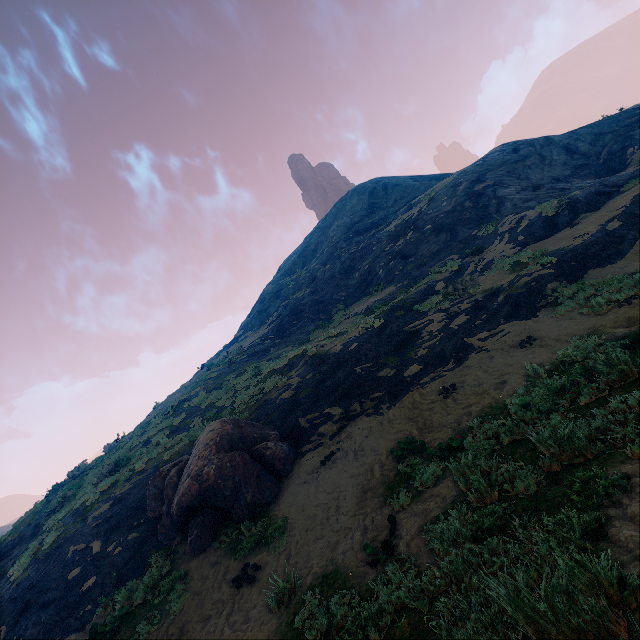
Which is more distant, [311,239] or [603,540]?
[311,239]

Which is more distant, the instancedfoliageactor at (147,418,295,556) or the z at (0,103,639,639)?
the instancedfoliageactor at (147,418,295,556)

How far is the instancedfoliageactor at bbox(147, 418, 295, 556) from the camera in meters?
9.1

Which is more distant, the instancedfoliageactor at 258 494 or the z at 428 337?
the instancedfoliageactor at 258 494

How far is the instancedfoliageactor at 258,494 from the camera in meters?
9.1 m
